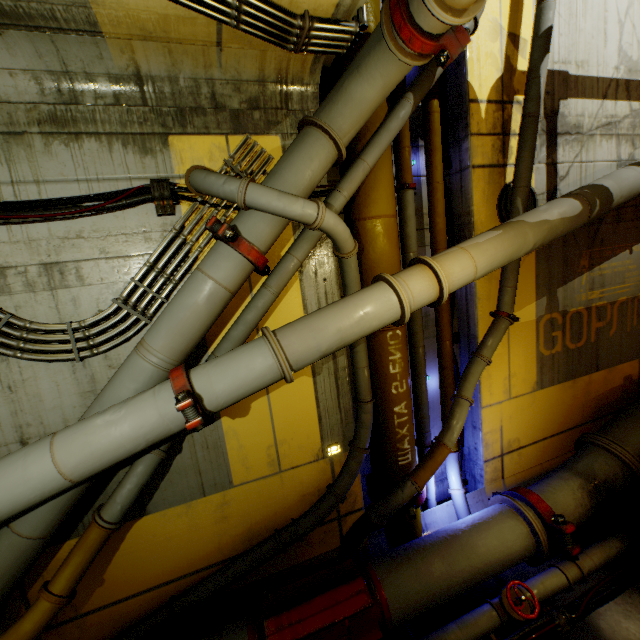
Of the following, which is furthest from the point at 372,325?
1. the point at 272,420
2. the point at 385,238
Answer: the point at 272,420

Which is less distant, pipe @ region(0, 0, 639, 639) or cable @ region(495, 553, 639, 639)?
pipe @ region(0, 0, 639, 639)

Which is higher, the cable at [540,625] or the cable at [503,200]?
the cable at [503,200]

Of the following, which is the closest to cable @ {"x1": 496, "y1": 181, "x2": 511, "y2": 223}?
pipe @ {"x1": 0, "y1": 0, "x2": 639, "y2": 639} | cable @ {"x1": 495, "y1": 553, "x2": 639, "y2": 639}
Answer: pipe @ {"x1": 0, "y1": 0, "x2": 639, "y2": 639}

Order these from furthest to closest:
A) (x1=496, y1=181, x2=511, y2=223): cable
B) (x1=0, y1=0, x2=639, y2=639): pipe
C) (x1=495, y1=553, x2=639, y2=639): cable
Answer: (x1=496, y1=181, x2=511, y2=223): cable, (x1=495, y1=553, x2=639, y2=639): cable, (x1=0, y1=0, x2=639, y2=639): pipe

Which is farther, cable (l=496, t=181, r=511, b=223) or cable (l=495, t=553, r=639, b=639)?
cable (l=496, t=181, r=511, b=223)

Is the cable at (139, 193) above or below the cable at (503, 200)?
above

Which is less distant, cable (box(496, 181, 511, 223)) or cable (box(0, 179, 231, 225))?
cable (box(0, 179, 231, 225))
